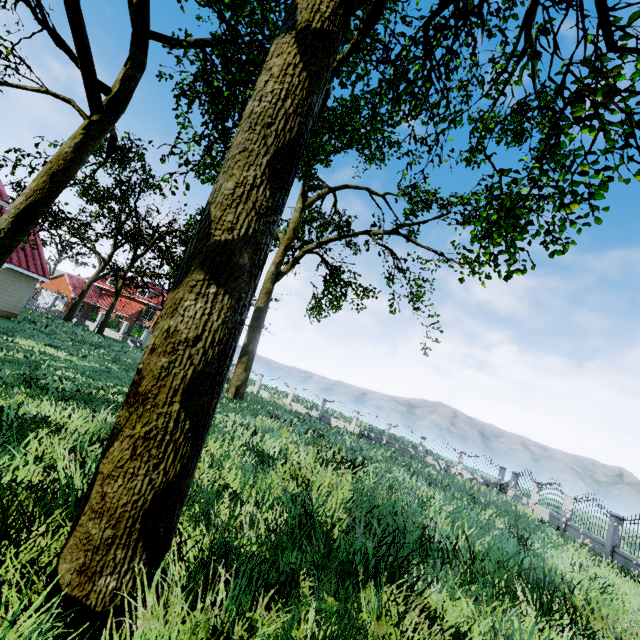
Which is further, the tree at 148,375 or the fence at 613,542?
the fence at 613,542

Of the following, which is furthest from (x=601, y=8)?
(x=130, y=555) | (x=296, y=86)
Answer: (x=130, y=555)

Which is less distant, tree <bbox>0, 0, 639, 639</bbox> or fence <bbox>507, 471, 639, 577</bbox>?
tree <bbox>0, 0, 639, 639</bbox>
